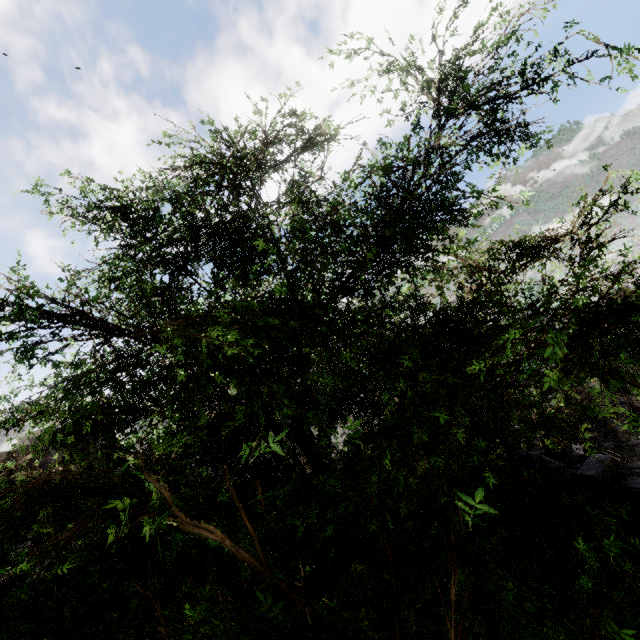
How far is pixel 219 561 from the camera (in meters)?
3.96
